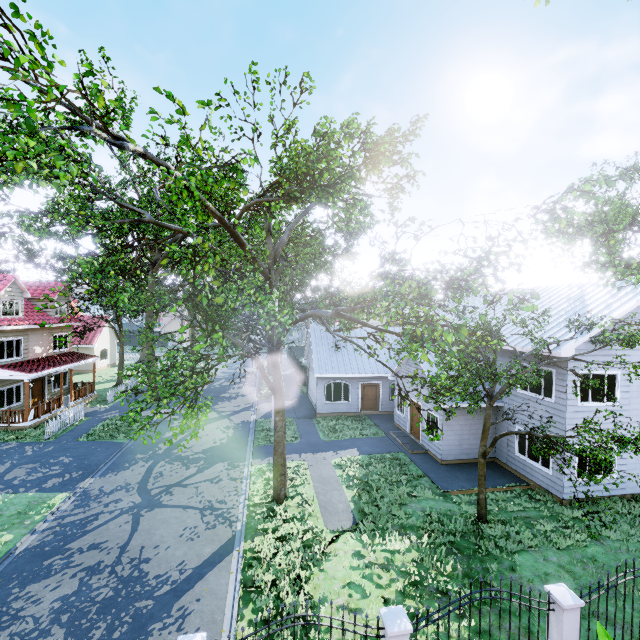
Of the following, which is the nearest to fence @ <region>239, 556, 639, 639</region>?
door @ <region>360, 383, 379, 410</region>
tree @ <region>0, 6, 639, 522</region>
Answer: tree @ <region>0, 6, 639, 522</region>

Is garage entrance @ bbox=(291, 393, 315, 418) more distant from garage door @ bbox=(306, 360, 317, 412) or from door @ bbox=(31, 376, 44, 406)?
door @ bbox=(31, 376, 44, 406)

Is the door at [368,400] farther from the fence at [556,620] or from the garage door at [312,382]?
the fence at [556,620]

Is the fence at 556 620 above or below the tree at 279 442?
below

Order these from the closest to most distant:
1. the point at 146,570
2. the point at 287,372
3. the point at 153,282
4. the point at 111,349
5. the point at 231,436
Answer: the point at 146,570, the point at 231,436, the point at 153,282, the point at 287,372, the point at 111,349

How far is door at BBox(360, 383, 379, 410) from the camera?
23.8 meters

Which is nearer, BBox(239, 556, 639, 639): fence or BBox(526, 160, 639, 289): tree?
BBox(526, 160, 639, 289): tree

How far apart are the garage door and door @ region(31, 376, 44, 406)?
19.5m
